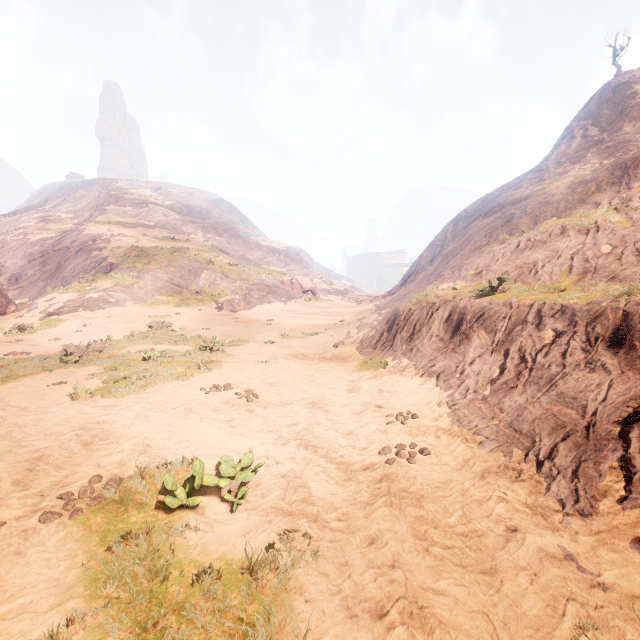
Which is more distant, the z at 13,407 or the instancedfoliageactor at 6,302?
the instancedfoliageactor at 6,302

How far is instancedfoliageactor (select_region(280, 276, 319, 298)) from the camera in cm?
3994

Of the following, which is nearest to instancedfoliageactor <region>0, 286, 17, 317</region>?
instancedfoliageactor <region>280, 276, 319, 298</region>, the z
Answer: the z

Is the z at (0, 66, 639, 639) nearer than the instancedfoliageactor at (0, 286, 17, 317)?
Yes

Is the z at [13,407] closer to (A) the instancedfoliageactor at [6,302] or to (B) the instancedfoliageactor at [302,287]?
(B) the instancedfoliageactor at [302,287]

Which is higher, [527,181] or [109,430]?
[527,181]

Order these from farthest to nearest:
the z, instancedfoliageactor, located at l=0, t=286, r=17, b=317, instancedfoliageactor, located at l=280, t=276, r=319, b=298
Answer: instancedfoliageactor, located at l=280, t=276, r=319, b=298, instancedfoliageactor, located at l=0, t=286, r=17, b=317, the z
